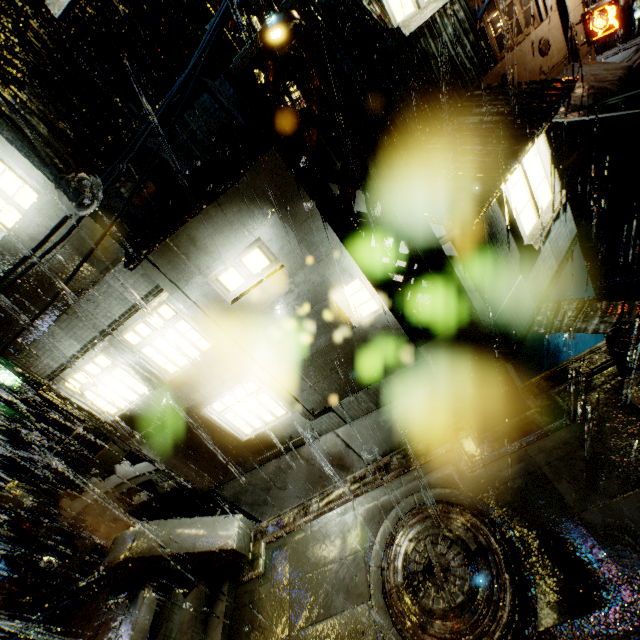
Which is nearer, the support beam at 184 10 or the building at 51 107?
the support beam at 184 10

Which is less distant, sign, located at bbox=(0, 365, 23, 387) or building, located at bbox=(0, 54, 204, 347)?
building, located at bbox=(0, 54, 204, 347)

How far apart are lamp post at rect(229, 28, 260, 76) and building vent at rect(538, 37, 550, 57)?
21.80m

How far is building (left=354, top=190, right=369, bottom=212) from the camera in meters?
6.2

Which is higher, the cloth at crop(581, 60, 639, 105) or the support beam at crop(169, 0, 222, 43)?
the support beam at crop(169, 0, 222, 43)

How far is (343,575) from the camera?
6.8 meters

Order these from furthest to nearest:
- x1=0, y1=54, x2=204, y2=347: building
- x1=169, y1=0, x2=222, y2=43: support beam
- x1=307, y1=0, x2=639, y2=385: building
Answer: x1=0, y1=54, x2=204, y2=347: building
x1=307, y1=0, x2=639, y2=385: building
x1=169, y1=0, x2=222, y2=43: support beam
